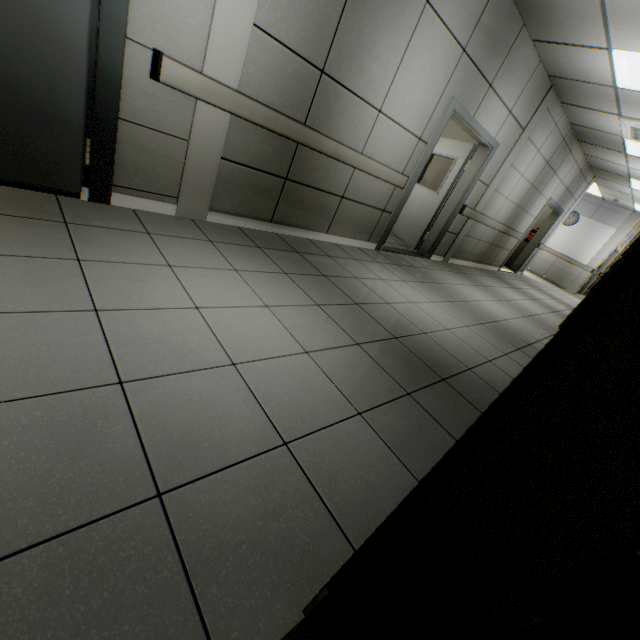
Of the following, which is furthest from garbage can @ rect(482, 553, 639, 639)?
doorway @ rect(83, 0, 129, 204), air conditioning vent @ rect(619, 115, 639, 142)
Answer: air conditioning vent @ rect(619, 115, 639, 142)

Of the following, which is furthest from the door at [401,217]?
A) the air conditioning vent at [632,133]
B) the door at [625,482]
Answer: the door at [625,482]

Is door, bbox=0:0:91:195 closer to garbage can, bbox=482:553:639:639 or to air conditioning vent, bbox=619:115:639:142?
garbage can, bbox=482:553:639:639

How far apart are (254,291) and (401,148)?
3.1m

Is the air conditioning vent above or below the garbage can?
above

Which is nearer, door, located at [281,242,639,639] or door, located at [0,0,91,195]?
door, located at [281,242,639,639]

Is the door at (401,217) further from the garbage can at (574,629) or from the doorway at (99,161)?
the garbage can at (574,629)

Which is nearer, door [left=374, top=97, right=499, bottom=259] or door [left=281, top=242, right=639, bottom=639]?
door [left=281, top=242, right=639, bottom=639]
